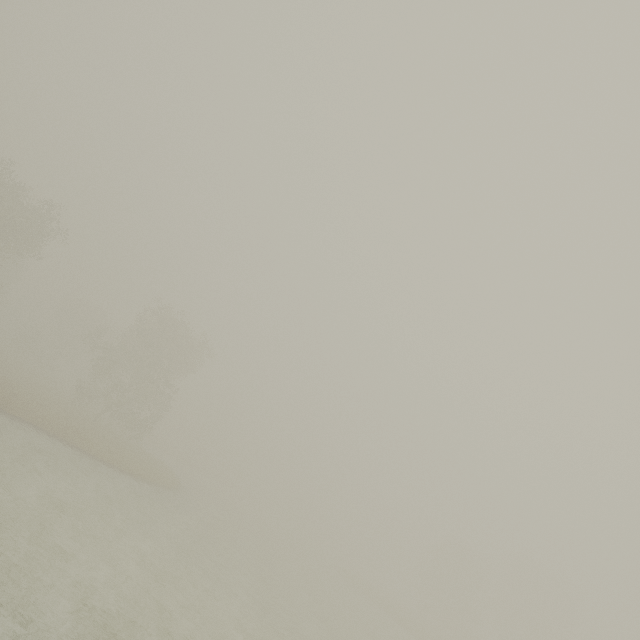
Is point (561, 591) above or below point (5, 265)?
above
